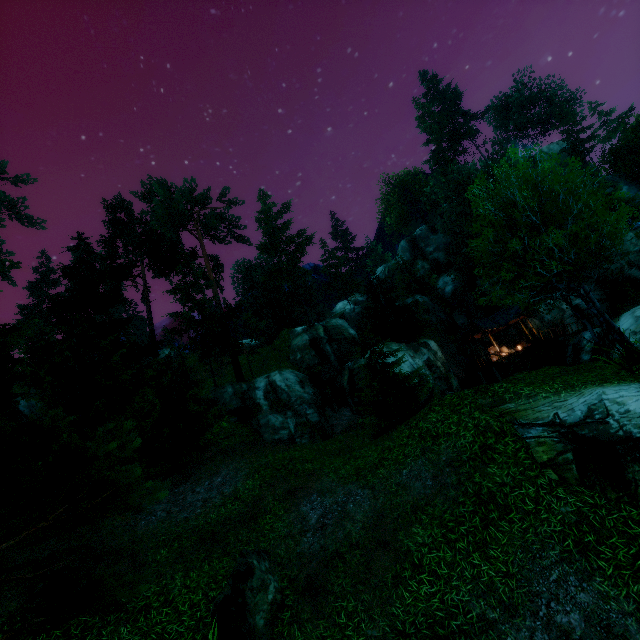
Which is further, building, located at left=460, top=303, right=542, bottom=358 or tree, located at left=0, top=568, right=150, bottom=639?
building, located at left=460, top=303, right=542, bottom=358

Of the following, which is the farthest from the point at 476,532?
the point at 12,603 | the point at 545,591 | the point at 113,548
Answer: the point at 12,603

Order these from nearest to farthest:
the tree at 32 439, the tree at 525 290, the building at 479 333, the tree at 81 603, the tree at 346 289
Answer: the tree at 81 603
the tree at 32 439
the tree at 525 290
the tree at 346 289
the building at 479 333

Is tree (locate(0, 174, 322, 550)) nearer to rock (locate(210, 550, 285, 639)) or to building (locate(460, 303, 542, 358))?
rock (locate(210, 550, 285, 639))

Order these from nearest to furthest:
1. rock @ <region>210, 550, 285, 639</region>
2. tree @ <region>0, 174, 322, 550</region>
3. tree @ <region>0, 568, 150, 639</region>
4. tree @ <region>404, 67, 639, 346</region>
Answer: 1. tree @ <region>0, 568, 150, 639</region>
2. tree @ <region>0, 174, 322, 550</region>
3. rock @ <region>210, 550, 285, 639</region>
4. tree @ <region>404, 67, 639, 346</region>

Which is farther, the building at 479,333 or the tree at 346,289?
the building at 479,333
